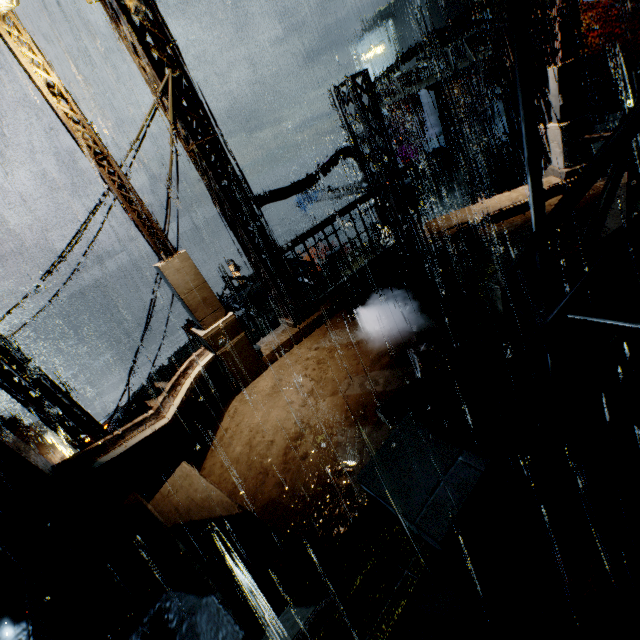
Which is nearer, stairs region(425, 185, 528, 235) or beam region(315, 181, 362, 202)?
stairs region(425, 185, 528, 235)

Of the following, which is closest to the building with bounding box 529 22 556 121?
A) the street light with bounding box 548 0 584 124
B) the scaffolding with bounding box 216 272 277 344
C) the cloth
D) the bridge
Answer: the bridge

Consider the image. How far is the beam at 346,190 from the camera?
28.4m

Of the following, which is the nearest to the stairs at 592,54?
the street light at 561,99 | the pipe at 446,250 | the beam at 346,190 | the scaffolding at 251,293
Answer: the beam at 346,190

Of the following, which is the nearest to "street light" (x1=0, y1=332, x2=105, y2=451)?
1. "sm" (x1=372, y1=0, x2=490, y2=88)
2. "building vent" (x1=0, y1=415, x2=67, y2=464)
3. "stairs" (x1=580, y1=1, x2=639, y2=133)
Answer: "building vent" (x1=0, y1=415, x2=67, y2=464)

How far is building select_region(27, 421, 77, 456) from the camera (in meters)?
32.56

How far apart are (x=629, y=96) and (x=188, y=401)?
31.0 meters

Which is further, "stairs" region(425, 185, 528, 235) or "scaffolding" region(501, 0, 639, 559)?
"stairs" region(425, 185, 528, 235)
